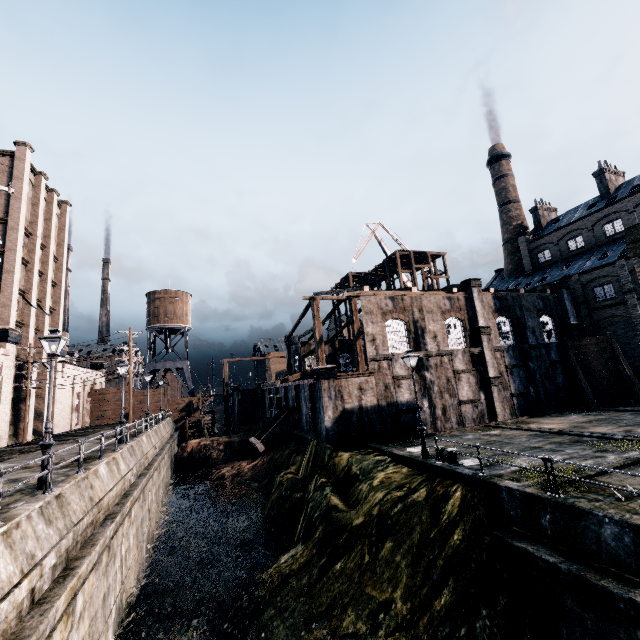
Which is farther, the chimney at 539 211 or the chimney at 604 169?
the chimney at 539 211

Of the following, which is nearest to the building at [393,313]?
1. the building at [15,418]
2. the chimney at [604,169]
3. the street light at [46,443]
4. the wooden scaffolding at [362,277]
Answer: the wooden scaffolding at [362,277]

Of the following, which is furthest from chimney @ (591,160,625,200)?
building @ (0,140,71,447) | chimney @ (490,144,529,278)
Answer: building @ (0,140,71,447)

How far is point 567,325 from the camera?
33.4 meters

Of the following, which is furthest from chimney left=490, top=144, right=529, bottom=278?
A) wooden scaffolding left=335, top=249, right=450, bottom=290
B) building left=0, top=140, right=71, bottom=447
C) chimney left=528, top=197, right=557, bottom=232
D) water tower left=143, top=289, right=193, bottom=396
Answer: building left=0, top=140, right=71, bottom=447

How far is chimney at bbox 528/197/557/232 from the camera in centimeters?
5153cm

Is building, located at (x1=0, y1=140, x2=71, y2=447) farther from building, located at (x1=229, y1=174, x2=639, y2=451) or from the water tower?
building, located at (x1=229, y1=174, x2=639, y2=451)

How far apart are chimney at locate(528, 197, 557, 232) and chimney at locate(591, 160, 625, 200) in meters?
7.6 m
